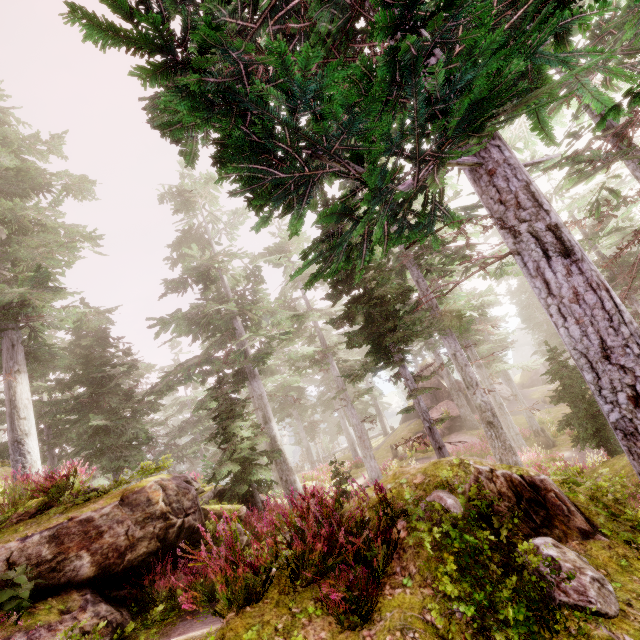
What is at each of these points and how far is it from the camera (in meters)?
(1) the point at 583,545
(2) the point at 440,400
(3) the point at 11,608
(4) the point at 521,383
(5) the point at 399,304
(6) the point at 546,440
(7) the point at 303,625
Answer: (1) rock, 4.03
(2) rock, 34.81
(3) instancedfoliageactor, 4.68
(4) rock, 46.31
(5) instancedfoliageactor, 29.80
(6) tree trunk, 21.86
(7) rock, 3.52

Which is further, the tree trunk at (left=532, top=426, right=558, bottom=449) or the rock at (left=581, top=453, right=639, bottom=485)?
the tree trunk at (left=532, top=426, right=558, bottom=449)

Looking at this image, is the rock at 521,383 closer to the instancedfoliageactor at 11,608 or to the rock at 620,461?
the instancedfoliageactor at 11,608

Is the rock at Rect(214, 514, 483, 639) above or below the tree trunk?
above

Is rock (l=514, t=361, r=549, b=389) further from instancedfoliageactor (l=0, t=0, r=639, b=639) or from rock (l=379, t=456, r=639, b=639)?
rock (l=379, t=456, r=639, b=639)

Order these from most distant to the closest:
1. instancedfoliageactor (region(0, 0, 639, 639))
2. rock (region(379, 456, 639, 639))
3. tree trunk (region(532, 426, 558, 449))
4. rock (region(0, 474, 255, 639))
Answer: tree trunk (region(532, 426, 558, 449)) < rock (region(0, 474, 255, 639)) < rock (region(379, 456, 639, 639)) < instancedfoliageactor (region(0, 0, 639, 639))

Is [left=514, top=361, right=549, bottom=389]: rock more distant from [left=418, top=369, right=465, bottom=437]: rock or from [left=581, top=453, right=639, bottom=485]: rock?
[left=581, top=453, right=639, bottom=485]: rock

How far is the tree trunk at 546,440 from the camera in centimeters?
2175cm
